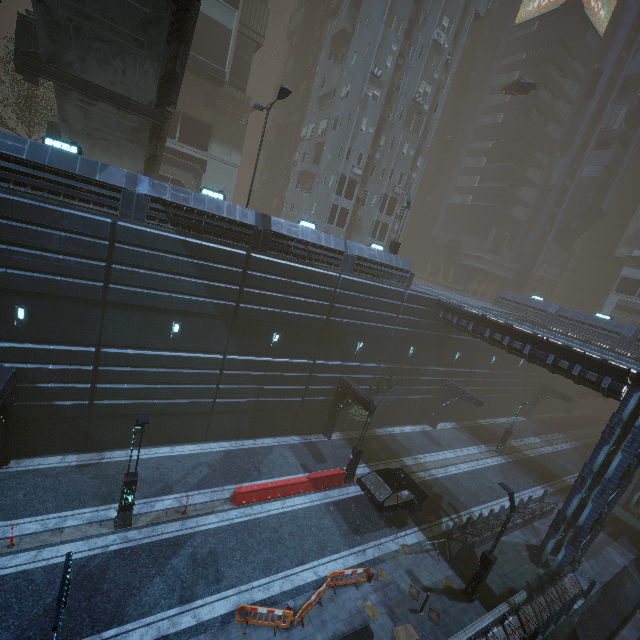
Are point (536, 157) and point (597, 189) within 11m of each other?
yes

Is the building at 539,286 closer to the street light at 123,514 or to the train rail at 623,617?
the train rail at 623,617

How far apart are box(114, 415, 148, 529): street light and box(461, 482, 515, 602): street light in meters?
14.9

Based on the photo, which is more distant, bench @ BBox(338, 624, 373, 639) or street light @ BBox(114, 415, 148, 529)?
street light @ BBox(114, 415, 148, 529)

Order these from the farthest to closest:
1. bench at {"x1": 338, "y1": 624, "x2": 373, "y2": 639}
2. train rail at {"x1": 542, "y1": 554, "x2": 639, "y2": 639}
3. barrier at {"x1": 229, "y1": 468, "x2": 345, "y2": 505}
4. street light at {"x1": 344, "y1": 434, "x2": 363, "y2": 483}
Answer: street light at {"x1": 344, "y1": 434, "x2": 363, "y2": 483} < barrier at {"x1": 229, "y1": 468, "x2": 345, "y2": 505} < train rail at {"x1": 542, "y1": 554, "x2": 639, "y2": 639} < bench at {"x1": 338, "y1": 624, "x2": 373, "y2": 639}

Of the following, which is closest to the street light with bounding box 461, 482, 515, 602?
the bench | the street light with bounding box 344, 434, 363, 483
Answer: the bench

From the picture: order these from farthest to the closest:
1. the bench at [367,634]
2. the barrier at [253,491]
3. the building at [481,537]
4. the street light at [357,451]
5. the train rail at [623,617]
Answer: the street light at [357,451] → the building at [481,537] → the barrier at [253,491] → the train rail at [623,617] → the bench at [367,634]

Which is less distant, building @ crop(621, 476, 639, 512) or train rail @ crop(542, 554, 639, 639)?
train rail @ crop(542, 554, 639, 639)
